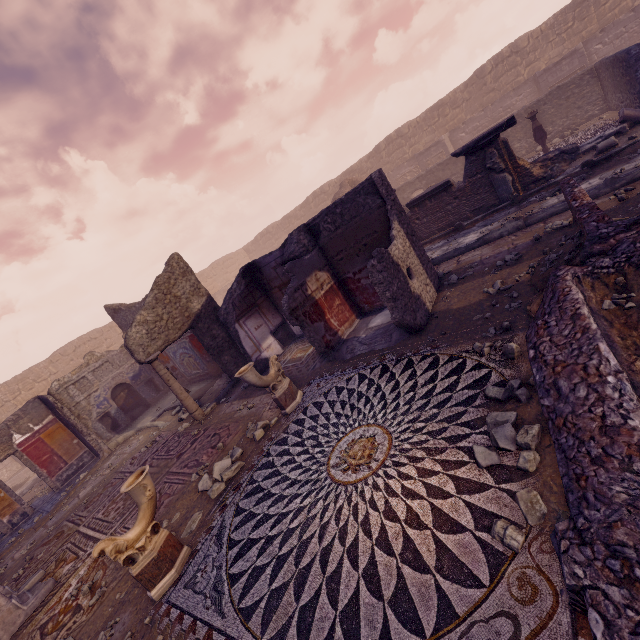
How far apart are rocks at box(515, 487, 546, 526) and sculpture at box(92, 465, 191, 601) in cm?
384

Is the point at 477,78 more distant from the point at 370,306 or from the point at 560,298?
the point at 560,298

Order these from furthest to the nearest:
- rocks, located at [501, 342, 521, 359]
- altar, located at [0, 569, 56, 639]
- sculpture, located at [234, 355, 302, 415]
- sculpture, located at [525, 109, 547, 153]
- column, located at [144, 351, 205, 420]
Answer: sculpture, located at [525, 109, 547, 153] → column, located at [144, 351, 205, 420] → sculpture, located at [234, 355, 302, 415] → altar, located at [0, 569, 56, 639] → rocks, located at [501, 342, 521, 359]

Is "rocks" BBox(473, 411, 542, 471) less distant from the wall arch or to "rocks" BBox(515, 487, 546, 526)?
"rocks" BBox(515, 487, 546, 526)

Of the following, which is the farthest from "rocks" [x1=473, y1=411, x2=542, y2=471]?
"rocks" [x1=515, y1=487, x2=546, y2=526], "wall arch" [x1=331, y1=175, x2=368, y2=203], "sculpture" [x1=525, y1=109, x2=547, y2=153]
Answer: "wall arch" [x1=331, y1=175, x2=368, y2=203]

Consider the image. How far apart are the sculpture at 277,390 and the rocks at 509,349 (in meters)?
3.67

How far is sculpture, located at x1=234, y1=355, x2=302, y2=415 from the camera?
5.7m

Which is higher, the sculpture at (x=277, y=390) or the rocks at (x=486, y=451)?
the sculpture at (x=277, y=390)
